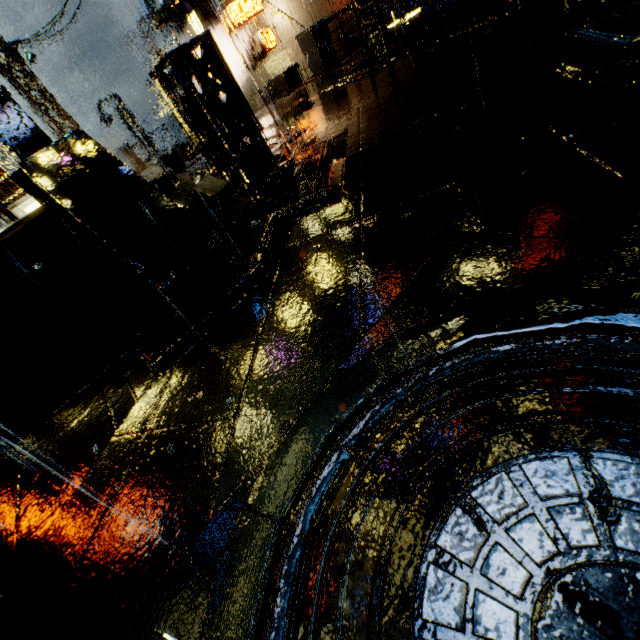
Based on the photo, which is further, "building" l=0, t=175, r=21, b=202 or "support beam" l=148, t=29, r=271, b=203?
"building" l=0, t=175, r=21, b=202

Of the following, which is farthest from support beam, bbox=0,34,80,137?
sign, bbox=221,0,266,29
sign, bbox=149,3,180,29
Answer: sign, bbox=221,0,266,29

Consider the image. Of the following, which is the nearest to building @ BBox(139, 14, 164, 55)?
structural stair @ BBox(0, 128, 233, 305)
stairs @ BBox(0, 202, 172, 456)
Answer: structural stair @ BBox(0, 128, 233, 305)

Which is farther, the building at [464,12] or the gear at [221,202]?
the building at [464,12]

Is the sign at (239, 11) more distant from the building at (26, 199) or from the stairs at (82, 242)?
the stairs at (82, 242)

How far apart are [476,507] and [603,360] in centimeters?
82cm

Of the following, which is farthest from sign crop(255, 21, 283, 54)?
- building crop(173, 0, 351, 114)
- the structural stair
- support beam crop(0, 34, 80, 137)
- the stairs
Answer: the stairs

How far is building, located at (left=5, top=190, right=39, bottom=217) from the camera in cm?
912
